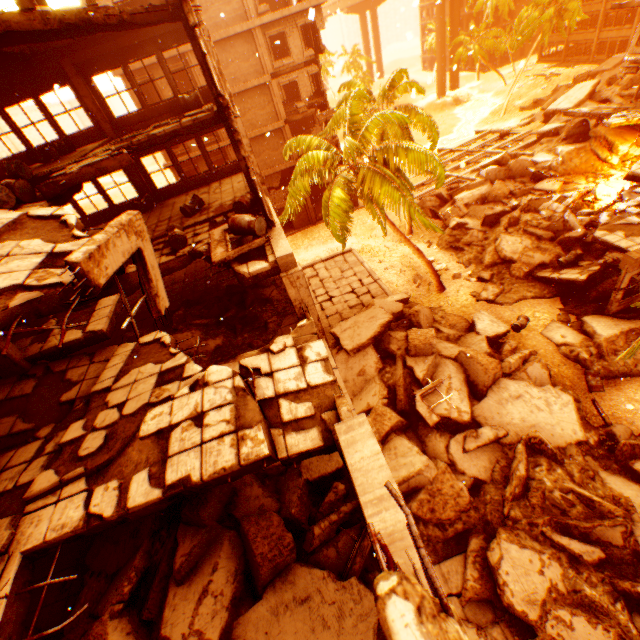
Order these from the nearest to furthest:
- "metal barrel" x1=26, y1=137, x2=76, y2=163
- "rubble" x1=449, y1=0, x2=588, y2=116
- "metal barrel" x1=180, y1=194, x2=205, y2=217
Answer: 1. "metal barrel" x1=26, y1=137, x2=76, y2=163
2. "metal barrel" x1=180, y1=194, x2=205, y2=217
3. "rubble" x1=449, y1=0, x2=588, y2=116

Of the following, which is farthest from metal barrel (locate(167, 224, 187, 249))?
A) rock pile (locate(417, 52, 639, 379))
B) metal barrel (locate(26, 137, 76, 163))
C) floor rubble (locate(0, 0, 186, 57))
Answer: rock pile (locate(417, 52, 639, 379))

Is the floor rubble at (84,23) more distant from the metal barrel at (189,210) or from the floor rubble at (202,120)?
the metal barrel at (189,210)

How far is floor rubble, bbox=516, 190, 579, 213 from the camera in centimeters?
2092cm

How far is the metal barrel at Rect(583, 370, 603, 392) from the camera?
13.30m

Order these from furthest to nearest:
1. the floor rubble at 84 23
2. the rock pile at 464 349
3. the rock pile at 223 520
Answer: the rock pile at 464 349, the floor rubble at 84 23, the rock pile at 223 520

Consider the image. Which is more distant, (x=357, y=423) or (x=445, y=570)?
(x=445, y=570)

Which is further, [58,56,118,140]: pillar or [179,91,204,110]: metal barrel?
[179,91,204,110]: metal barrel
